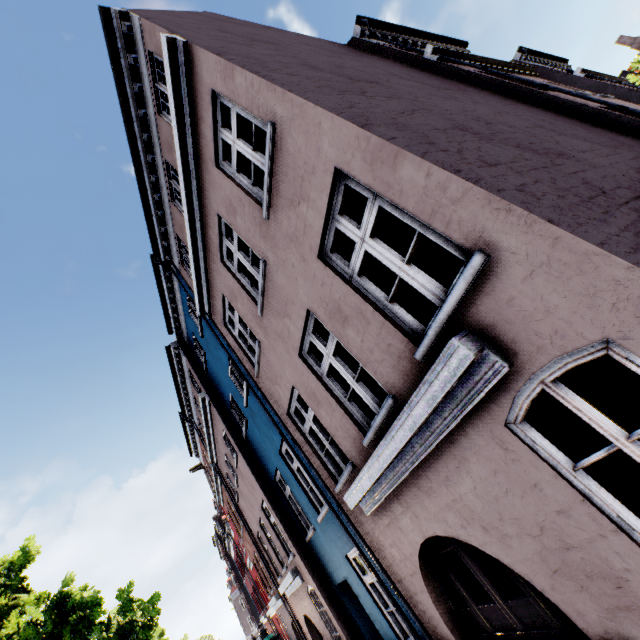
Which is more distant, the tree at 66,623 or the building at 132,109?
the tree at 66,623

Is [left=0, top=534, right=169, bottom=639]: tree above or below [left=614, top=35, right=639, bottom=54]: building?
below

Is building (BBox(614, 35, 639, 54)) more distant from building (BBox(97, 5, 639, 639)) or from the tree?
building (BBox(97, 5, 639, 639))

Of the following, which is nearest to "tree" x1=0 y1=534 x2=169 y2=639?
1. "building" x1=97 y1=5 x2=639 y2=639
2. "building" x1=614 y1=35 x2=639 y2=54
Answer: "building" x1=614 y1=35 x2=639 y2=54

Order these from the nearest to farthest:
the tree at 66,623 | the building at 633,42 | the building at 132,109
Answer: the building at 132,109 → the tree at 66,623 → the building at 633,42

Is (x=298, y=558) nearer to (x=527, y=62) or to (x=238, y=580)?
(x=527, y=62)

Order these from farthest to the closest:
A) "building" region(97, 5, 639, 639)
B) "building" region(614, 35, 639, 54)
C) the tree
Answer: "building" region(614, 35, 639, 54)
the tree
"building" region(97, 5, 639, 639)
